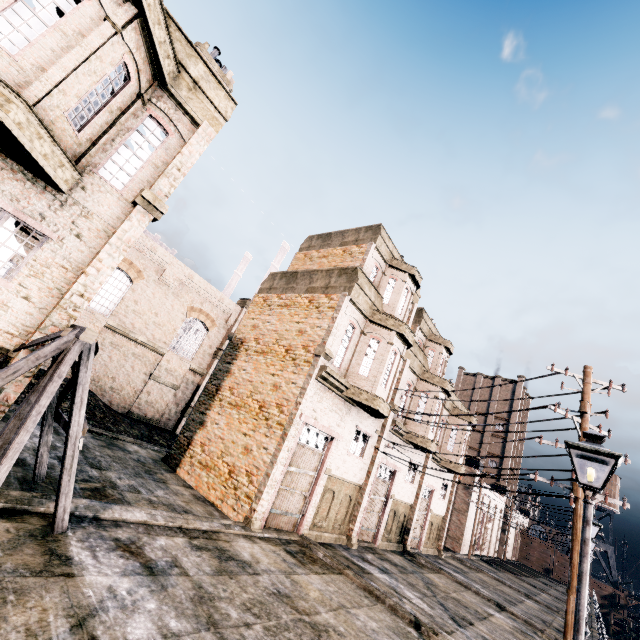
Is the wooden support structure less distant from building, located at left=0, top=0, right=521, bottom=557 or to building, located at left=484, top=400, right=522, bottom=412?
building, located at left=0, top=0, right=521, bottom=557

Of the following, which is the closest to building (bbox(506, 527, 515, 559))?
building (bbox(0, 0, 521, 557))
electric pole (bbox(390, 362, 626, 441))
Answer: electric pole (bbox(390, 362, 626, 441))

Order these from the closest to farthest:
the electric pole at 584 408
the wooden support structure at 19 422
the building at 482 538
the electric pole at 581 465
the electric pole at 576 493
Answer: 1. the wooden support structure at 19 422
2. the electric pole at 576 493
3. the electric pole at 581 465
4. the electric pole at 584 408
5. the building at 482 538

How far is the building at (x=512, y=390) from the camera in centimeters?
5769cm

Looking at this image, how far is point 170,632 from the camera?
5.5m

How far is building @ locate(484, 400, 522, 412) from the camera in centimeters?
5688cm

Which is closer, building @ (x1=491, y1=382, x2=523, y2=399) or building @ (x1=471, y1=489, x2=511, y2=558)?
building @ (x1=471, y1=489, x2=511, y2=558)
